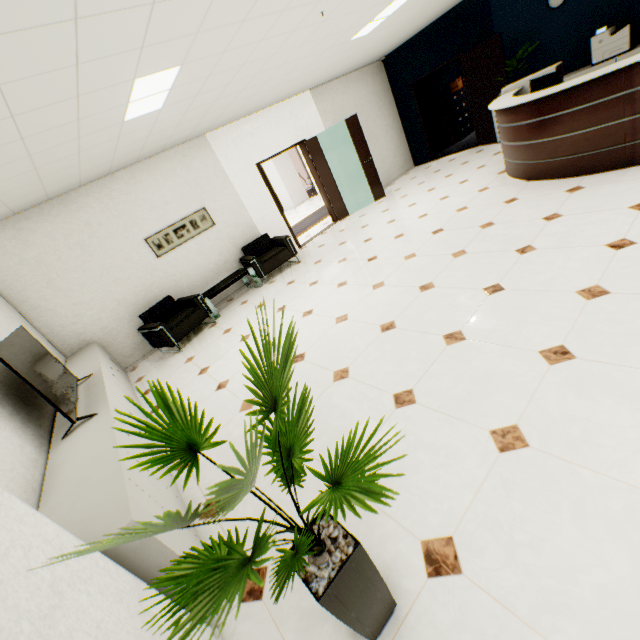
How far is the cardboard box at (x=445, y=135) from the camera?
10.10m

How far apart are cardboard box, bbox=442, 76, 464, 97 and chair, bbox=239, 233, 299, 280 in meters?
7.7

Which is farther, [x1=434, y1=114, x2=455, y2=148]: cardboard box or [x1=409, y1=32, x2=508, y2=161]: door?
[x1=434, y1=114, x2=455, y2=148]: cardboard box

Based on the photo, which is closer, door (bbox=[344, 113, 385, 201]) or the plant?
the plant

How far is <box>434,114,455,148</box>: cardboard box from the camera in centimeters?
1010cm

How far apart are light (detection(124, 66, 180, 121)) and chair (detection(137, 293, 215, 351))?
2.89m

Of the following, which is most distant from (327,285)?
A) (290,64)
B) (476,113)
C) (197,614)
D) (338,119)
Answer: (476,113)

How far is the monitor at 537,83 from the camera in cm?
418
